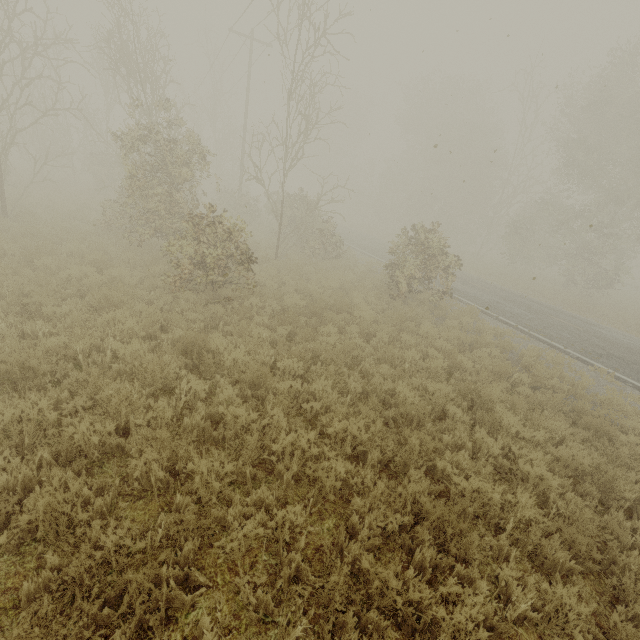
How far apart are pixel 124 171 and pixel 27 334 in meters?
Result: 11.9
